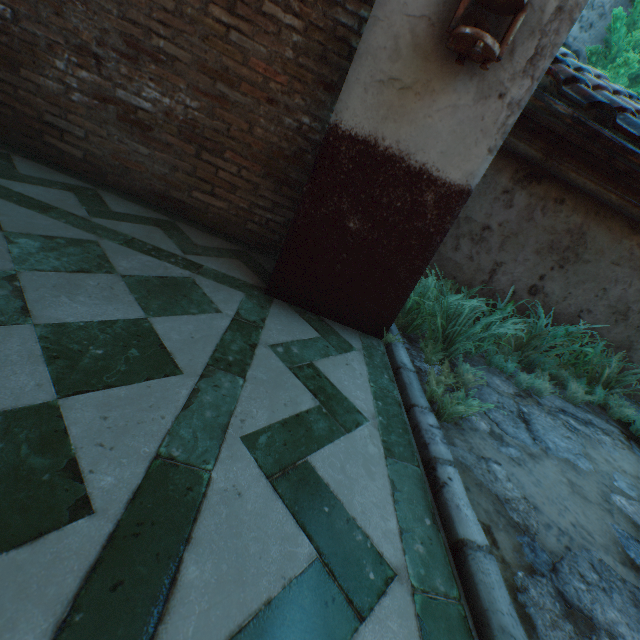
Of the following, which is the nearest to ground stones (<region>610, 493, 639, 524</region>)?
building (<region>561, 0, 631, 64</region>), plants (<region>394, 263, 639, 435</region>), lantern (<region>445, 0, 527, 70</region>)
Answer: plants (<region>394, 263, 639, 435</region>)

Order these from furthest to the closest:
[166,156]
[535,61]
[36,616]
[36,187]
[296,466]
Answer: [166,156], [36,187], [535,61], [296,466], [36,616]

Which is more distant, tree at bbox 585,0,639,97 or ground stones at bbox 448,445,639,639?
tree at bbox 585,0,639,97

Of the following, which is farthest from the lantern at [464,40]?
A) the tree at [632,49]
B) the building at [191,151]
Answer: the tree at [632,49]

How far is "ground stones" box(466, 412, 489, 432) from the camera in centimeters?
210cm

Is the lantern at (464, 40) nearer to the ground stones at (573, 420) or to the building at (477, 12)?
the building at (477, 12)

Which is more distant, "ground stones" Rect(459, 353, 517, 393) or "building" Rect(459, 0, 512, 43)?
"ground stones" Rect(459, 353, 517, 393)

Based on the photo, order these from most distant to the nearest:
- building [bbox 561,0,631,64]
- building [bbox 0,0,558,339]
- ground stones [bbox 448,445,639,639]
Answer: building [bbox 561,0,631,64]
building [bbox 0,0,558,339]
ground stones [bbox 448,445,639,639]
